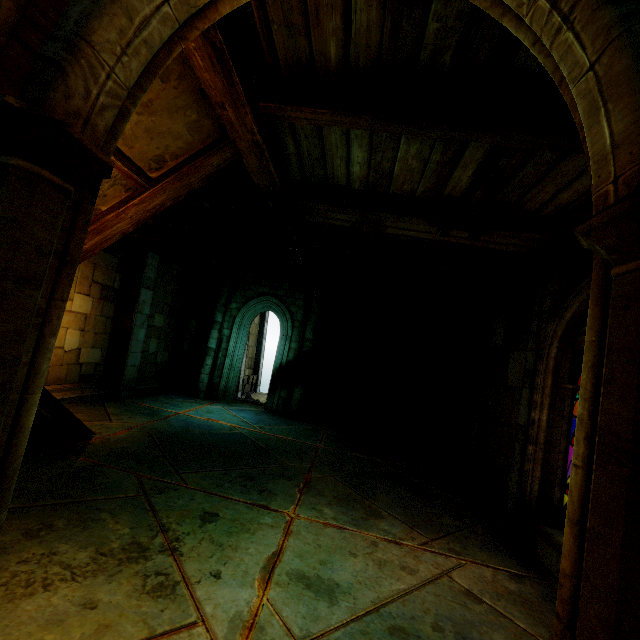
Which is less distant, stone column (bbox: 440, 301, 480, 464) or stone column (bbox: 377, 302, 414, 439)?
stone column (bbox: 440, 301, 480, 464)

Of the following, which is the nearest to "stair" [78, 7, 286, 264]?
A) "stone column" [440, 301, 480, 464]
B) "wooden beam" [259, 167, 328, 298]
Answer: "wooden beam" [259, 167, 328, 298]

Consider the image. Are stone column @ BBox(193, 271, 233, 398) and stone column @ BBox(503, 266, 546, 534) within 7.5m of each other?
no

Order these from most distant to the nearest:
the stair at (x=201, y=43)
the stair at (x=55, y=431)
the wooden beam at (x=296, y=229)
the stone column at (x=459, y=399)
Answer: the stone column at (x=459, y=399)
the stair at (x=55, y=431)
the wooden beam at (x=296, y=229)
the stair at (x=201, y=43)

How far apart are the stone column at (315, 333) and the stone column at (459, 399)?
4.9 meters

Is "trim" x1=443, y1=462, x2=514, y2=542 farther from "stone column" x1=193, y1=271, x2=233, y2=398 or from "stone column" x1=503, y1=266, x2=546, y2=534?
"stone column" x1=193, y1=271, x2=233, y2=398

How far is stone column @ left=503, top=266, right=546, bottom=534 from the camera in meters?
5.8 m

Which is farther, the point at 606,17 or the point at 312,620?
the point at 312,620
